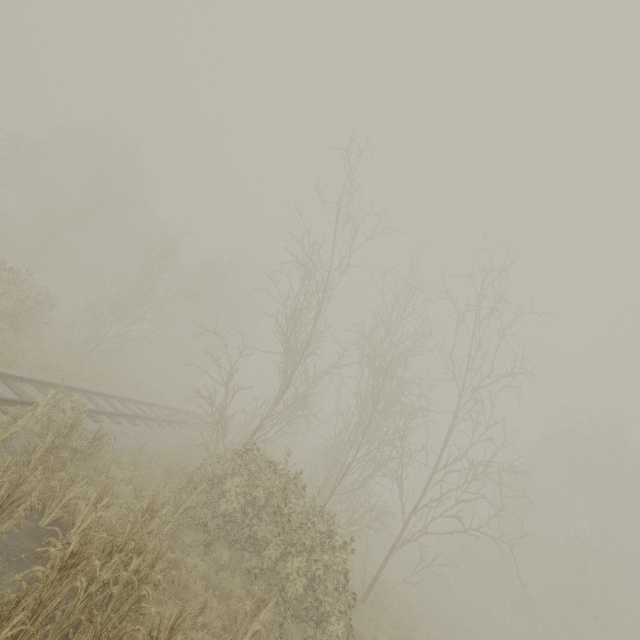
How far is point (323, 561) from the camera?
8.3 meters
